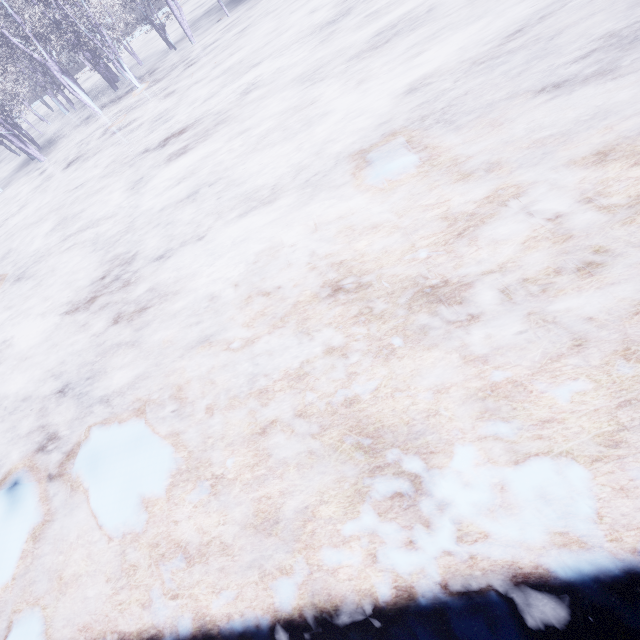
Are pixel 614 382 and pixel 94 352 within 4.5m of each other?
no
